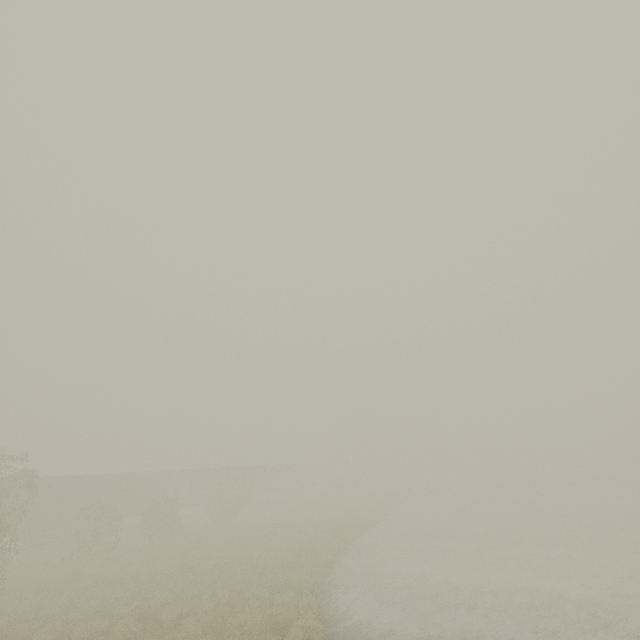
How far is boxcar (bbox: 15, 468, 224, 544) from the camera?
25.1m

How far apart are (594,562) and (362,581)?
11.5m

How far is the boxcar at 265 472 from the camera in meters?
44.9 m

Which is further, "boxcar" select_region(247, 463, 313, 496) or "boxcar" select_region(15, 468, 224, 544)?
"boxcar" select_region(247, 463, 313, 496)
